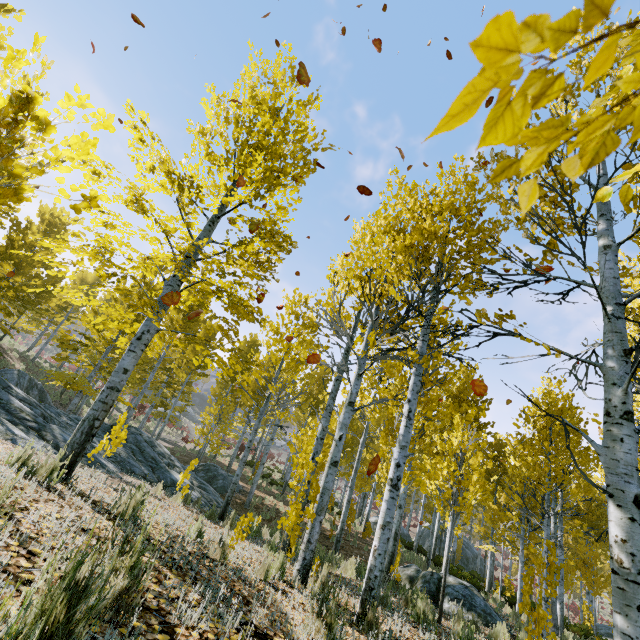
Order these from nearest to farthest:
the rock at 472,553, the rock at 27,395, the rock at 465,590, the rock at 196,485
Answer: the rock at 27,395 → the rock at 465,590 → the rock at 196,485 → the rock at 472,553

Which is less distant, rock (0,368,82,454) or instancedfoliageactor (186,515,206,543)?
instancedfoliageactor (186,515,206,543)

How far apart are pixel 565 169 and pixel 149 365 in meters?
31.0 m

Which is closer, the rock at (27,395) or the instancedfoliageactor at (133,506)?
the instancedfoliageactor at (133,506)

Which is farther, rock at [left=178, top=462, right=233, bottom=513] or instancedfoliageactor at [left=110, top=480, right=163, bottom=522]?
rock at [left=178, top=462, right=233, bottom=513]

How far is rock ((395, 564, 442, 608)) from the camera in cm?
874

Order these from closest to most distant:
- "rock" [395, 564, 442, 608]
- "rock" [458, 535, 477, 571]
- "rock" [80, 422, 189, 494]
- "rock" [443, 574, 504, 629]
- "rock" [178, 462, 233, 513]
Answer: "rock" [80, 422, 189, 494] < "rock" [443, 574, 504, 629] < "rock" [395, 564, 442, 608] < "rock" [178, 462, 233, 513] < "rock" [458, 535, 477, 571]

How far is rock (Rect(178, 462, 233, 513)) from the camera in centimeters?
1048cm
